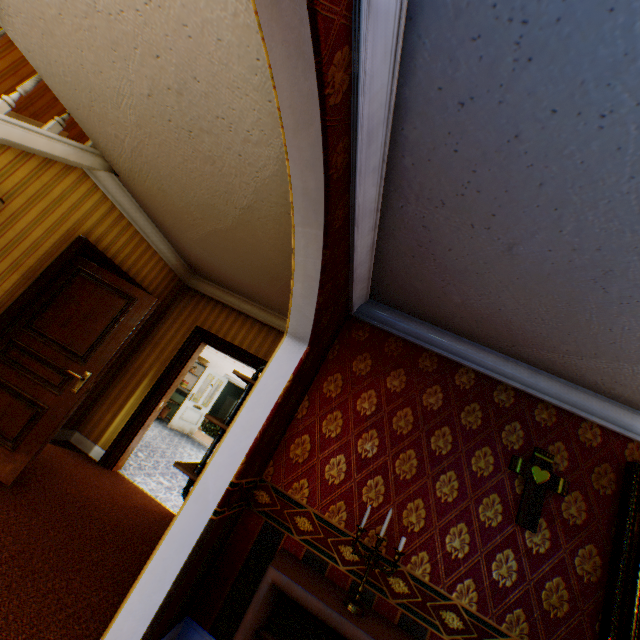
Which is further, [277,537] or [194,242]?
[194,242]

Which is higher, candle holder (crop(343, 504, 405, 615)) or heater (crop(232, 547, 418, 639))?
candle holder (crop(343, 504, 405, 615))

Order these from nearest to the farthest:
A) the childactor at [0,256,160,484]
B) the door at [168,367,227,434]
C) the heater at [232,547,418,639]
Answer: the heater at [232,547,418,639]
the childactor at [0,256,160,484]
the door at [168,367,227,434]

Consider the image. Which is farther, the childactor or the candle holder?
the childactor

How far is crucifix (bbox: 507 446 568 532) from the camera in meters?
2.5 m

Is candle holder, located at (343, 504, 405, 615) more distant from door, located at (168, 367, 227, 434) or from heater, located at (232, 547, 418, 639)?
door, located at (168, 367, 227, 434)

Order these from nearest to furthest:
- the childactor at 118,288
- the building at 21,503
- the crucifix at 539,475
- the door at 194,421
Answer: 1. the building at 21,503
2. the crucifix at 539,475
3. the childactor at 118,288
4. the door at 194,421

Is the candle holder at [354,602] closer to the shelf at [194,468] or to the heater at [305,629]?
the heater at [305,629]
